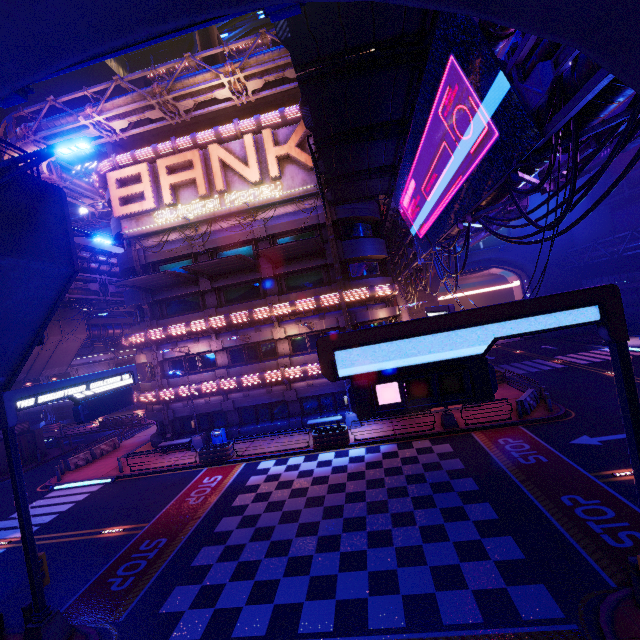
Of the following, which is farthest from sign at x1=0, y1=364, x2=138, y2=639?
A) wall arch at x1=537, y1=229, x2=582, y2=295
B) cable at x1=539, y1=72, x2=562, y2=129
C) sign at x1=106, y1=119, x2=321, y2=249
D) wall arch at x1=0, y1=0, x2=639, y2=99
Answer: wall arch at x1=537, y1=229, x2=582, y2=295

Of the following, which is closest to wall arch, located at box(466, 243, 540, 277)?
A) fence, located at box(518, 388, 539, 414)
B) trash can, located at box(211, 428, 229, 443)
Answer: fence, located at box(518, 388, 539, 414)

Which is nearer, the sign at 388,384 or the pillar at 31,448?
the sign at 388,384

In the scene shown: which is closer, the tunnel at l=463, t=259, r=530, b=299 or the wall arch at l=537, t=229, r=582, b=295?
the wall arch at l=537, t=229, r=582, b=295

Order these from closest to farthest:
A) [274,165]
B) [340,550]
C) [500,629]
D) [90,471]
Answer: [500,629], [340,550], [274,165], [90,471]

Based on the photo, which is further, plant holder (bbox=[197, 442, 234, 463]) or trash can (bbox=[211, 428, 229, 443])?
trash can (bbox=[211, 428, 229, 443])

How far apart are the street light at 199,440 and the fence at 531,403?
20.7 meters

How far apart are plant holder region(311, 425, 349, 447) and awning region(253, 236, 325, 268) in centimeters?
1150cm
